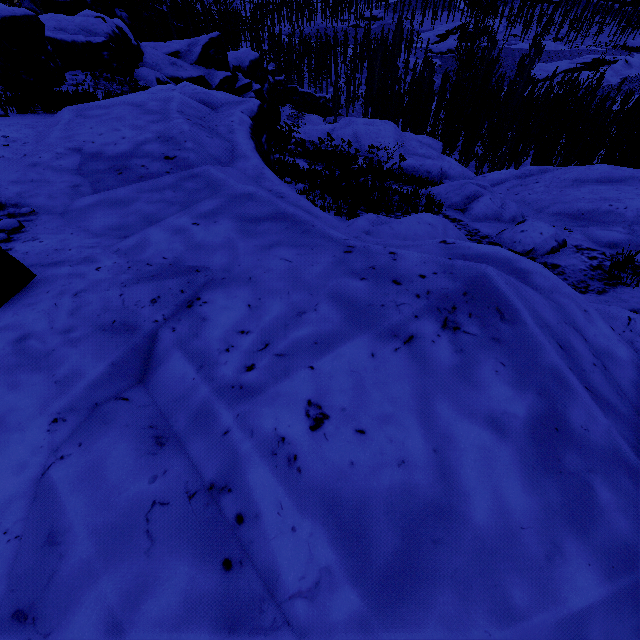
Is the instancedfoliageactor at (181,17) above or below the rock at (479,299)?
below

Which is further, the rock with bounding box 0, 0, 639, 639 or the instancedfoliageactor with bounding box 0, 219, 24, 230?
the instancedfoliageactor with bounding box 0, 219, 24, 230

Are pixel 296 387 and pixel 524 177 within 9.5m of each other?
no

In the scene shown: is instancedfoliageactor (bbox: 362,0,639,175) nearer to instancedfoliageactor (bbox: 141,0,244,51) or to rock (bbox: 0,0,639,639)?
rock (bbox: 0,0,639,639)

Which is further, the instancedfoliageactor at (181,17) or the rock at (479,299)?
the instancedfoliageactor at (181,17)

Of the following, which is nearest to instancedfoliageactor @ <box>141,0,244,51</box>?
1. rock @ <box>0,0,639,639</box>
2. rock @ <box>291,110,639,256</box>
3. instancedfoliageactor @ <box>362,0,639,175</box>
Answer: rock @ <box>0,0,639,639</box>

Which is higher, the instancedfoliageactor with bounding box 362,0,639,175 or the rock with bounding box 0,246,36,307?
the rock with bounding box 0,246,36,307

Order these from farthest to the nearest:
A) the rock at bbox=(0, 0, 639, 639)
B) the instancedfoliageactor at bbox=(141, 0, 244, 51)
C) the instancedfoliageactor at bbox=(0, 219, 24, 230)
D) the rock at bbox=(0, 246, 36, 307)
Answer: the instancedfoliageactor at bbox=(141, 0, 244, 51) → the instancedfoliageactor at bbox=(0, 219, 24, 230) → the rock at bbox=(0, 246, 36, 307) → the rock at bbox=(0, 0, 639, 639)
